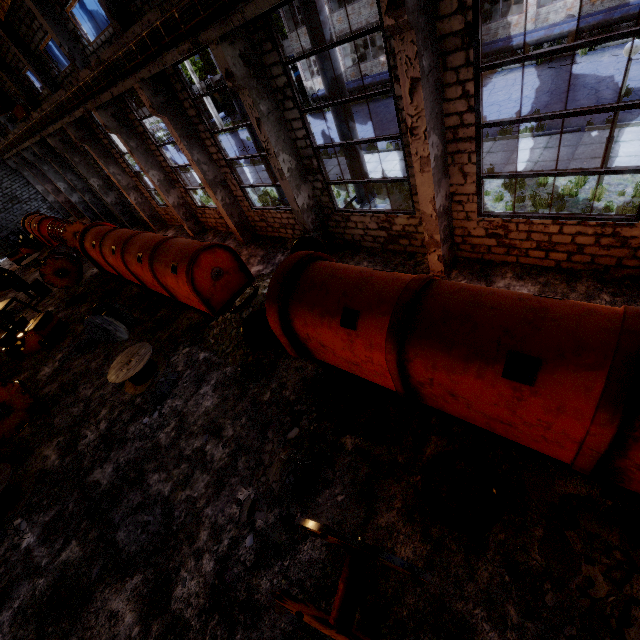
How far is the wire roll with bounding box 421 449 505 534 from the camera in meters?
5.0 m

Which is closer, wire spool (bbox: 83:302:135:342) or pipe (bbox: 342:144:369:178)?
pipe (bbox: 342:144:369:178)

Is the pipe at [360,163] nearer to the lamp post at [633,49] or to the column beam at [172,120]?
the column beam at [172,120]

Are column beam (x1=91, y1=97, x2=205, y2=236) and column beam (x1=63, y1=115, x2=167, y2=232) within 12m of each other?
yes

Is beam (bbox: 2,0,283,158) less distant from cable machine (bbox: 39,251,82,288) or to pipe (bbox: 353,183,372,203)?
pipe (bbox: 353,183,372,203)

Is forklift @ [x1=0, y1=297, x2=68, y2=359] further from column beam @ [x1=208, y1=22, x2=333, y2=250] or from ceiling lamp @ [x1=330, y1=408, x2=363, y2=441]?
ceiling lamp @ [x1=330, y1=408, x2=363, y2=441]

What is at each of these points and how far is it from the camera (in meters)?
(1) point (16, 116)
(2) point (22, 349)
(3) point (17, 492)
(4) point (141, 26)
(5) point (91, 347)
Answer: (1) crane, 18.72
(2) forklift, 14.38
(3) wire spool, 8.96
(4) beam, 8.27
(5) concrete debris, 13.27

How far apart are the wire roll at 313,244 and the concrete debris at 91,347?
8.16m
